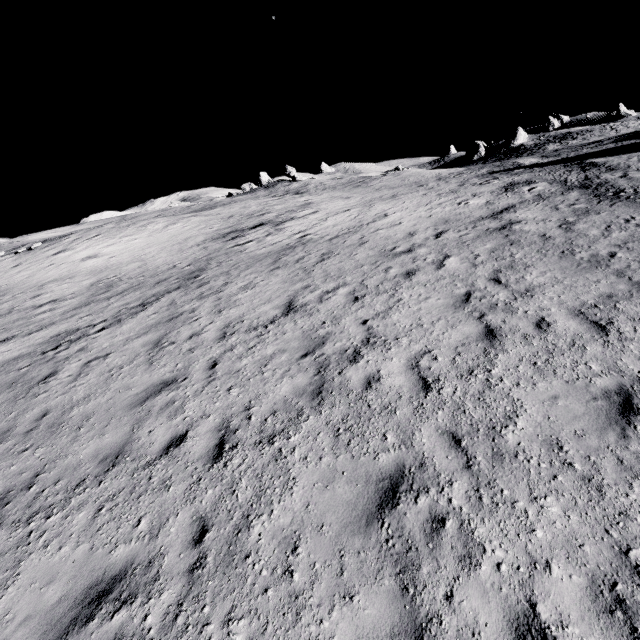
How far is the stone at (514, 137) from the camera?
58.2 meters

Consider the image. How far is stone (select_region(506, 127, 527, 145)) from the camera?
58.2m

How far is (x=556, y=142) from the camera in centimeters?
4741cm
